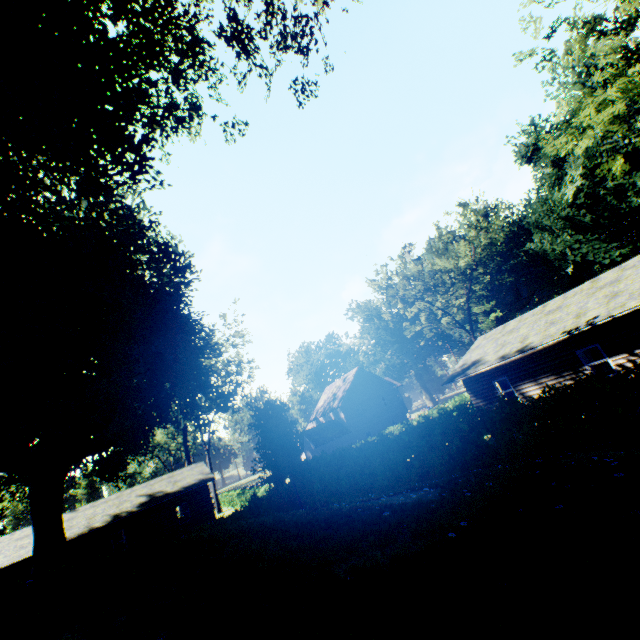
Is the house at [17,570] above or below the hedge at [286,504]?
above

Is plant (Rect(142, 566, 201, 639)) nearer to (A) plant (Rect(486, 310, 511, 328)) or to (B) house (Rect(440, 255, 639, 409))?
(B) house (Rect(440, 255, 639, 409))

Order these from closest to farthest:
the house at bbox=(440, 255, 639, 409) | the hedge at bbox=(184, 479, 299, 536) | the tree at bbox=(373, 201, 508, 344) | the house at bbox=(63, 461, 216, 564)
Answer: the house at bbox=(440, 255, 639, 409) < the hedge at bbox=(184, 479, 299, 536) < the house at bbox=(63, 461, 216, 564) < the tree at bbox=(373, 201, 508, 344)

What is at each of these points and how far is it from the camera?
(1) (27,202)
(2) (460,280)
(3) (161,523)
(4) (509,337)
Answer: (1) plant, 16.7 meters
(2) tree, 35.5 meters
(3) house, 28.1 meters
(4) house, 20.4 meters

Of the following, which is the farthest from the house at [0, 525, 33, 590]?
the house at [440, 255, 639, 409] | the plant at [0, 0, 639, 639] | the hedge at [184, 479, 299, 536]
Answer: the house at [440, 255, 639, 409]

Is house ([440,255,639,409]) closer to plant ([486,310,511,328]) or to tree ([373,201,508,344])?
tree ([373,201,508,344])

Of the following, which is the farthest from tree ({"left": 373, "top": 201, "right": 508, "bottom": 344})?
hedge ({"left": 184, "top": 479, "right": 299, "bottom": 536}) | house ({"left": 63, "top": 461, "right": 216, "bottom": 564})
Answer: house ({"left": 63, "top": 461, "right": 216, "bottom": 564})

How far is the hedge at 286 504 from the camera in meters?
22.6
